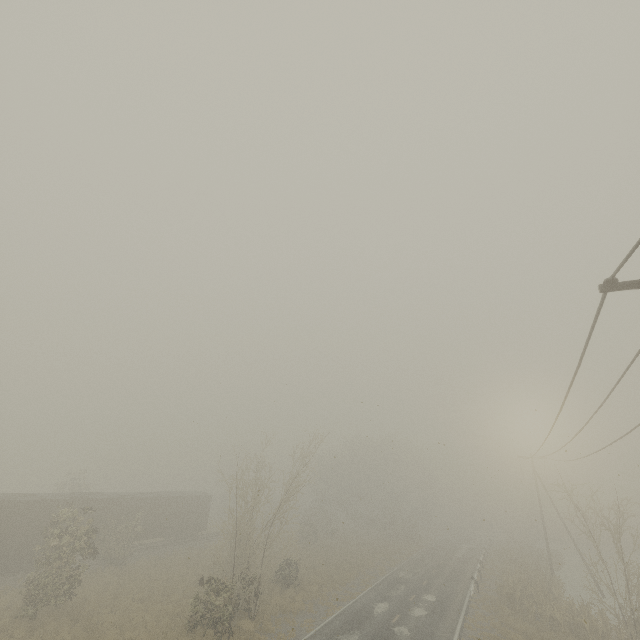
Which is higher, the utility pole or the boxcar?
the utility pole

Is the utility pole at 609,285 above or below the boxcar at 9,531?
above

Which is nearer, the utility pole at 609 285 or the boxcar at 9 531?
the utility pole at 609 285

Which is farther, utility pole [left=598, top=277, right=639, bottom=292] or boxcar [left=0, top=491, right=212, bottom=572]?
boxcar [left=0, top=491, right=212, bottom=572]

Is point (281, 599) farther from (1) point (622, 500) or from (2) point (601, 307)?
(2) point (601, 307)
